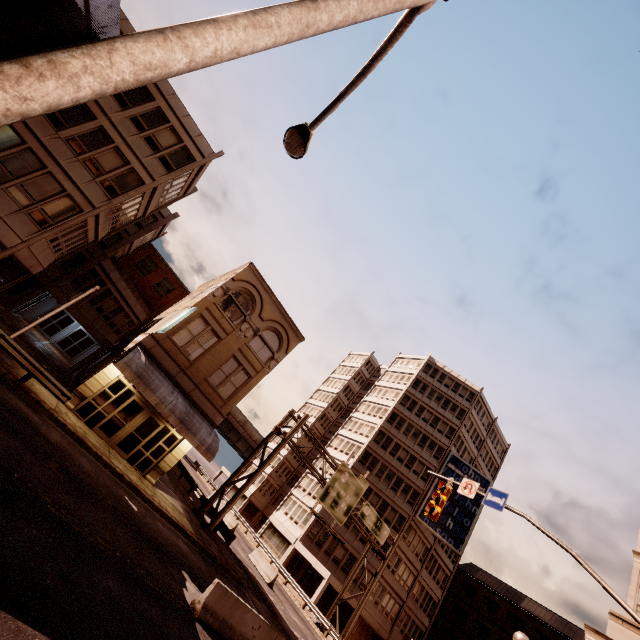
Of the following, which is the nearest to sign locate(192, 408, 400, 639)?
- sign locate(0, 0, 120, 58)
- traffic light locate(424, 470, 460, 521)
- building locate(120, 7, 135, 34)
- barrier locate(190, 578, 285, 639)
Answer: building locate(120, 7, 135, 34)

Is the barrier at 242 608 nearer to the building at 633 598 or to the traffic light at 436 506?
the traffic light at 436 506

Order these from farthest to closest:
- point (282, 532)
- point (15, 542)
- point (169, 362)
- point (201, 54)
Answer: point (282, 532), point (169, 362), point (15, 542), point (201, 54)

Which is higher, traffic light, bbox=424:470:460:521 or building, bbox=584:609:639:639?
building, bbox=584:609:639:639

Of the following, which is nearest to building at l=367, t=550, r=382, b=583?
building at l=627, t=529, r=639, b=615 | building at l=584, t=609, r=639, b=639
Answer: building at l=584, t=609, r=639, b=639

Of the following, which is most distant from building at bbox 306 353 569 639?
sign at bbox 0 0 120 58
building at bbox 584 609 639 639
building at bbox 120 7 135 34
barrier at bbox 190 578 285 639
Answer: sign at bbox 0 0 120 58

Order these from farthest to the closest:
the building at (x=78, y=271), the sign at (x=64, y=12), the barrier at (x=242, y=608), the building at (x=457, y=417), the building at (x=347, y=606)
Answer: the building at (x=457, y=417) → the building at (x=347, y=606) → the building at (x=78, y=271) → the barrier at (x=242, y=608) → the sign at (x=64, y=12)

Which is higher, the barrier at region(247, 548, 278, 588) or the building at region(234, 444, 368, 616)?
the building at region(234, 444, 368, 616)
